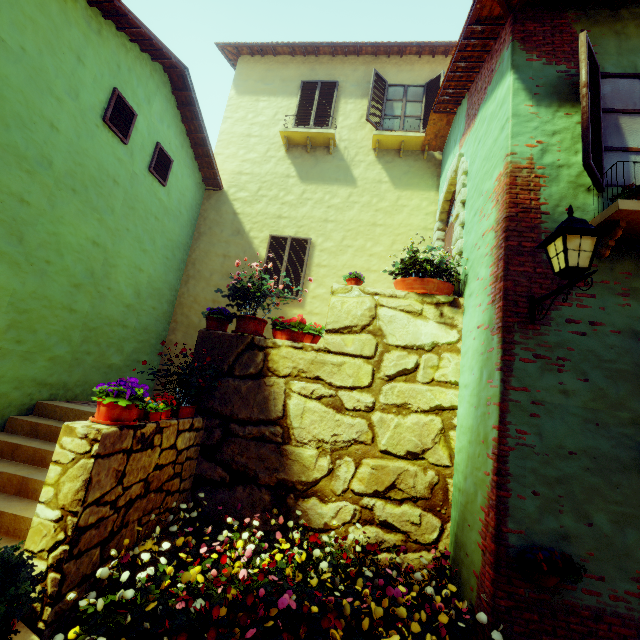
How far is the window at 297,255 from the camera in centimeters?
795cm

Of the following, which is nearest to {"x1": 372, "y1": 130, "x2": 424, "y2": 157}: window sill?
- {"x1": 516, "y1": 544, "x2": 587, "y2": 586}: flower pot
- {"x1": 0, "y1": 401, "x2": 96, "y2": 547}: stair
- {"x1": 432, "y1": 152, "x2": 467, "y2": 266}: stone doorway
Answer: {"x1": 432, "y1": 152, "x2": 467, "y2": 266}: stone doorway

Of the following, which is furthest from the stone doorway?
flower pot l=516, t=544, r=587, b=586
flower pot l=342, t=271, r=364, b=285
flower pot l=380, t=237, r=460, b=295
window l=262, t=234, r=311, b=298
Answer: flower pot l=516, t=544, r=587, b=586

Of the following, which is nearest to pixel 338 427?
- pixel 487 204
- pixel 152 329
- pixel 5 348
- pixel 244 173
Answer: pixel 487 204

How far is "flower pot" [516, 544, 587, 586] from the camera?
2.6 meters

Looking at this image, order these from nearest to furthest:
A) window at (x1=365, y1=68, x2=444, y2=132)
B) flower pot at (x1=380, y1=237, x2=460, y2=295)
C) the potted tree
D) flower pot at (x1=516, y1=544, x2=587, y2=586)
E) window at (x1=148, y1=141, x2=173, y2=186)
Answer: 1. the potted tree
2. flower pot at (x1=516, y1=544, x2=587, y2=586)
3. flower pot at (x1=380, y1=237, x2=460, y2=295)
4. window at (x1=148, y1=141, x2=173, y2=186)
5. window at (x1=365, y1=68, x2=444, y2=132)

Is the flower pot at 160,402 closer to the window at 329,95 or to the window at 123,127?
the window at 123,127

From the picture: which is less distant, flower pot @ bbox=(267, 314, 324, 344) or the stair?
the stair
